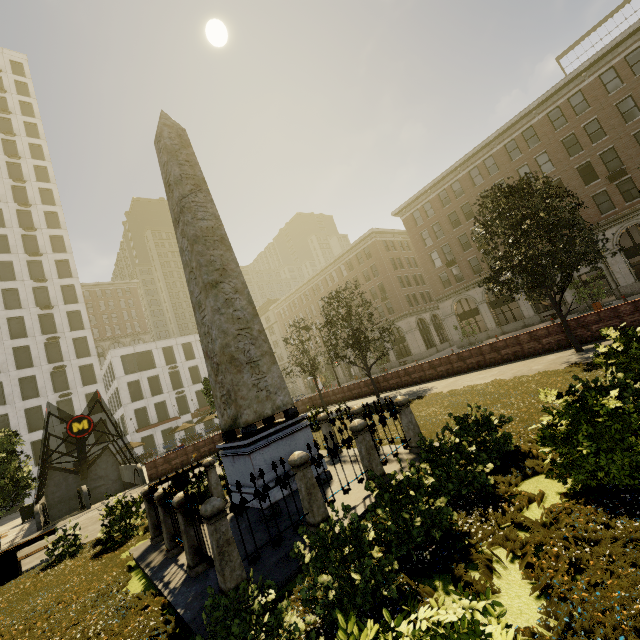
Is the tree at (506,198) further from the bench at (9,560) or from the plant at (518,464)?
the bench at (9,560)

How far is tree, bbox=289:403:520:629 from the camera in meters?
3.5 m

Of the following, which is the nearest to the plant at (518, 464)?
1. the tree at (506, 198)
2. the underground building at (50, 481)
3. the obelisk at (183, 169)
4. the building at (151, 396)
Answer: the tree at (506, 198)

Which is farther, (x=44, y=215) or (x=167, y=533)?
(x=44, y=215)

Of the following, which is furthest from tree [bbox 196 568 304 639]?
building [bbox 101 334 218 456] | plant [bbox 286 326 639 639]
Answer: building [bbox 101 334 218 456]

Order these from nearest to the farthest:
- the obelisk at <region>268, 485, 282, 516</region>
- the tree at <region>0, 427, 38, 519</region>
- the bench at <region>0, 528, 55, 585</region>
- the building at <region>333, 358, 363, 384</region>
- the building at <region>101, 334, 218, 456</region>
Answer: the obelisk at <region>268, 485, 282, 516</region> < the bench at <region>0, 528, 55, 585</region> < the tree at <region>0, 427, 38, 519</region> < the building at <region>101, 334, 218, 456</region> < the building at <region>333, 358, 363, 384</region>

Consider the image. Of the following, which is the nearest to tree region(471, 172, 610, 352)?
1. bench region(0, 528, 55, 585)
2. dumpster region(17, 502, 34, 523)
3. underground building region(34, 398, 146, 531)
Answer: underground building region(34, 398, 146, 531)

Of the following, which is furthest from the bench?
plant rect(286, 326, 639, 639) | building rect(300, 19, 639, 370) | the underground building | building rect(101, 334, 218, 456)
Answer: building rect(101, 334, 218, 456)
